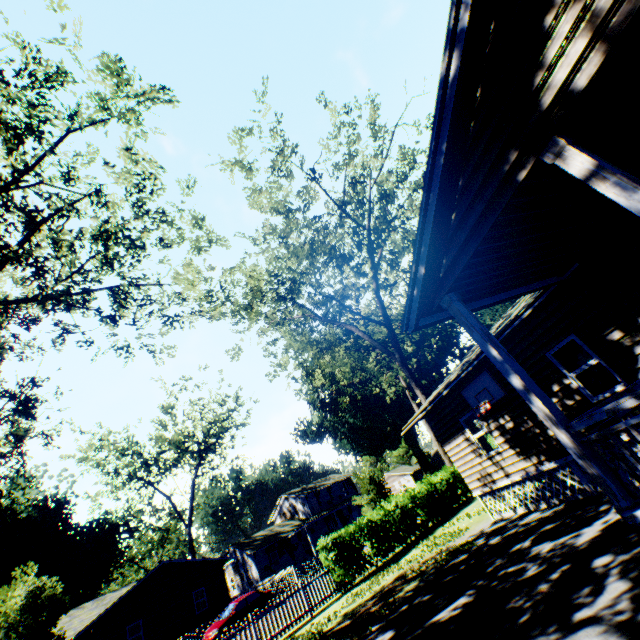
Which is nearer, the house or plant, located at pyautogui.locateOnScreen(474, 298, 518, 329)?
the house

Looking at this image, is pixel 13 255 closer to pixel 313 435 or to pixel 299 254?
pixel 299 254

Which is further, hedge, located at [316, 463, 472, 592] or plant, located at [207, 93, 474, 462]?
plant, located at [207, 93, 474, 462]

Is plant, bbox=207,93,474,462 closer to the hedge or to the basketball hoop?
the hedge

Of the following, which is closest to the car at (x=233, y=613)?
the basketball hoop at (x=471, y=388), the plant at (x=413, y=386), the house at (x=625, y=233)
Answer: the plant at (x=413, y=386)

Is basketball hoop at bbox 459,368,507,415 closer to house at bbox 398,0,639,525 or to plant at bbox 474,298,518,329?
house at bbox 398,0,639,525

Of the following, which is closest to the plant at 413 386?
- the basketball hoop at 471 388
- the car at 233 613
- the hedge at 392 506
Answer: the hedge at 392 506
